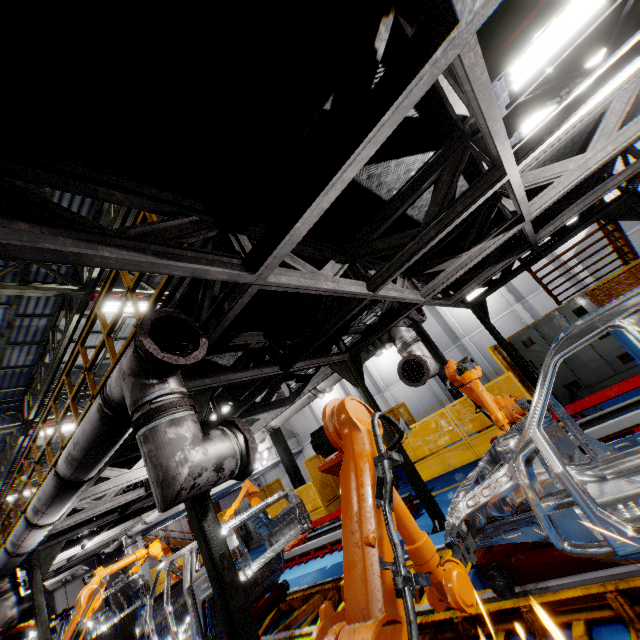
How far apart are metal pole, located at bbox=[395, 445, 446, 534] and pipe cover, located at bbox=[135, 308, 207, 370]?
3.6 meters

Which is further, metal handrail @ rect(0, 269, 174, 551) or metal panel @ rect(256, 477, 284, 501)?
metal panel @ rect(256, 477, 284, 501)

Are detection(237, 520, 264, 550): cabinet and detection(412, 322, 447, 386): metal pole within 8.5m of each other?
no

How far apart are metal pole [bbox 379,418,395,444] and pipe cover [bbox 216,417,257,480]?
3.2m

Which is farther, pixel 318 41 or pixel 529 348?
pixel 529 348

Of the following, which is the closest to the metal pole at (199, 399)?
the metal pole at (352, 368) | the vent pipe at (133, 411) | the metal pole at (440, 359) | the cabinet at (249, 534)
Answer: the vent pipe at (133, 411)

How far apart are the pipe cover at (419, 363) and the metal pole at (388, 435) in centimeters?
84cm

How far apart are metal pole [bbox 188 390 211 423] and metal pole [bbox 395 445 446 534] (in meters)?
2.69
